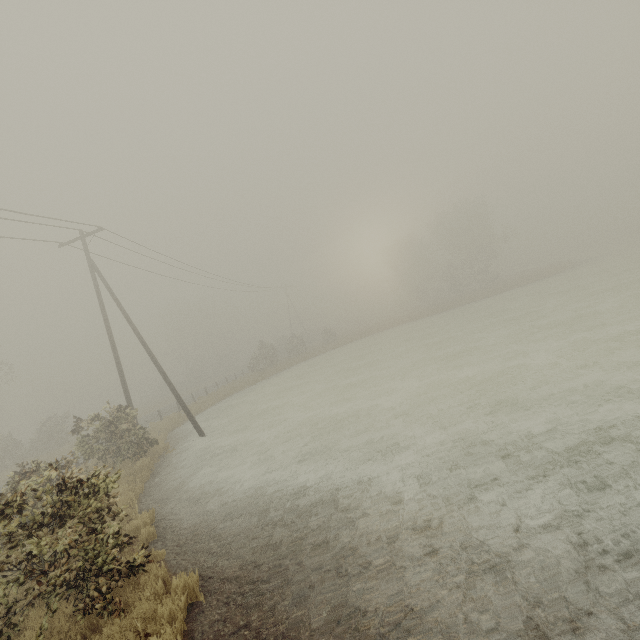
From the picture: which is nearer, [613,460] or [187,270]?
[613,460]

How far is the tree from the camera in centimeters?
4669cm

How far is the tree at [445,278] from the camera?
46.7 meters
